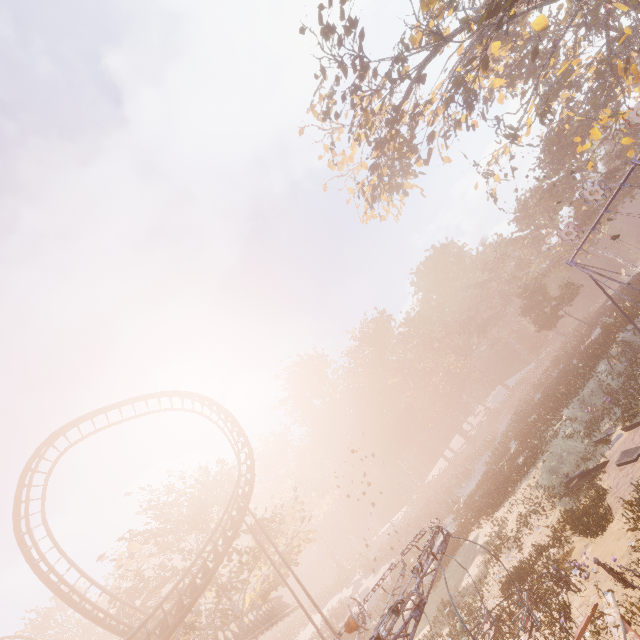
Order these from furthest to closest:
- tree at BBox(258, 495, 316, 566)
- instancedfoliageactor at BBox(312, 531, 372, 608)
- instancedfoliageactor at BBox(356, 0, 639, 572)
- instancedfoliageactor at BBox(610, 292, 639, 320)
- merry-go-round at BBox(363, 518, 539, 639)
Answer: instancedfoliageactor at BBox(312, 531, 372, 608) → tree at BBox(258, 495, 316, 566) → instancedfoliageactor at BBox(610, 292, 639, 320) → instancedfoliageactor at BBox(356, 0, 639, 572) → merry-go-round at BBox(363, 518, 539, 639)

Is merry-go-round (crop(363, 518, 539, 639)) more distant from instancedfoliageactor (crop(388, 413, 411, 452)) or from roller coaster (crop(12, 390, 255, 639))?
instancedfoliageactor (crop(388, 413, 411, 452))

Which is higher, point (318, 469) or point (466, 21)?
point (318, 469)

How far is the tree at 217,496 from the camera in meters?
24.1 m

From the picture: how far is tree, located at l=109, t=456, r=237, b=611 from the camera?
24.1 meters

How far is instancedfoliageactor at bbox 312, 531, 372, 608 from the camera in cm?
4766

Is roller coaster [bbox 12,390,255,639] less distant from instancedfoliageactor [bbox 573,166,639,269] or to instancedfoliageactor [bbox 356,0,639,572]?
instancedfoliageactor [bbox 356,0,639,572]
